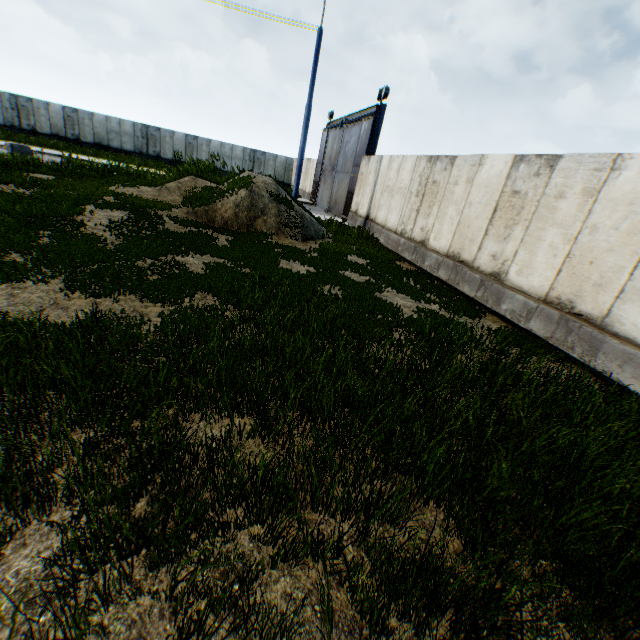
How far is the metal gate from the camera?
17.1m

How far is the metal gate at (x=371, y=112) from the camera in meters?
17.1 m

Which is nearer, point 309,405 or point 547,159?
point 309,405
